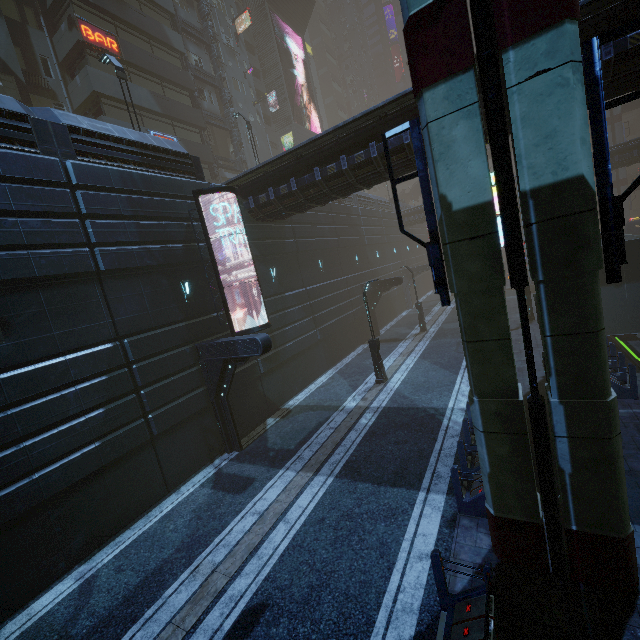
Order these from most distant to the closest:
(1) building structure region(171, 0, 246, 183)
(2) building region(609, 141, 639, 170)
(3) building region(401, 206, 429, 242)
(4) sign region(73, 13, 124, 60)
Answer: (3) building region(401, 206, 429, 242) < (2) building region(609, 141, 639, 170) < (1) building structure region(171, 0, 246, 183) < (4) sign region(73, 13, 124, 60)

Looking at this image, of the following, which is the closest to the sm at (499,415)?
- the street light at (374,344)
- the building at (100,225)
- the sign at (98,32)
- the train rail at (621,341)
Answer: the building at (100,225)

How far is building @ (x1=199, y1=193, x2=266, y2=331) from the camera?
14.98m

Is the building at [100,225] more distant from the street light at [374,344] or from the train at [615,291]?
the street light at [374,344]

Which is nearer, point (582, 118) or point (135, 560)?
point (582, 118)

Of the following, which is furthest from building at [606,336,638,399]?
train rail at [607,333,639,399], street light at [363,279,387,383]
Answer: street light at [363,279,387,383]

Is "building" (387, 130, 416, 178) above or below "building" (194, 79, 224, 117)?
below
